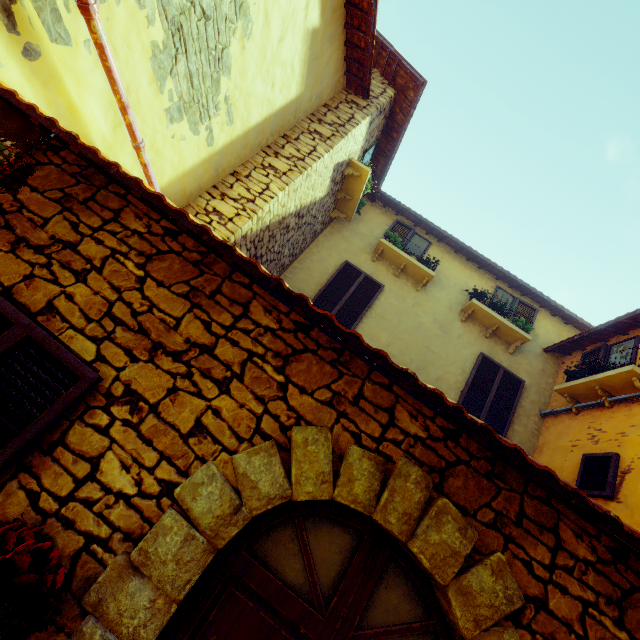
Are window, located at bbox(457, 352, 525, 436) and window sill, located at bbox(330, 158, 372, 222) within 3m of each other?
no

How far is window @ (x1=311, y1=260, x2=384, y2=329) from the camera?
6.9m

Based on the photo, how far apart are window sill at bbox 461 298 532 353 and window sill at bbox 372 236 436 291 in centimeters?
99cm

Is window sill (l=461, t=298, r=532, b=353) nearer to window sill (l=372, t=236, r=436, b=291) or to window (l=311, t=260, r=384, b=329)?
window sill (l=372, t=236, r=436, b=291)

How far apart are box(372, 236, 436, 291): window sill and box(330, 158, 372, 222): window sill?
0.9m

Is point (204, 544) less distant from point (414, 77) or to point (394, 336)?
point (394, 336)

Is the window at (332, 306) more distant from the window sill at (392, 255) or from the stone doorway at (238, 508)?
the stone doorway at (238, 508)

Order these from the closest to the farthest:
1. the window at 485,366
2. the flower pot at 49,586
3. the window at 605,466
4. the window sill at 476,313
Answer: the flower pot at 49,586, the window at 605,466, the window at 485,366, the window sill at 476,313
